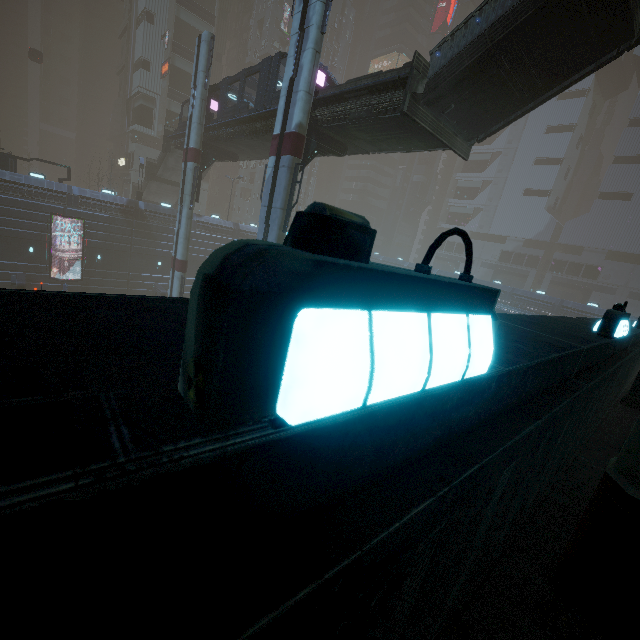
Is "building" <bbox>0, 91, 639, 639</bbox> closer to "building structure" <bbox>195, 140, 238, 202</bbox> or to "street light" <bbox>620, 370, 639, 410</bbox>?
"street light" <bbox>620, 370, 639, 410</bbox>

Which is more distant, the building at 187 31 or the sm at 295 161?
the building at 187 31

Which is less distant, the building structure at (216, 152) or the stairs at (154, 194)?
the building structure at (216, 152)

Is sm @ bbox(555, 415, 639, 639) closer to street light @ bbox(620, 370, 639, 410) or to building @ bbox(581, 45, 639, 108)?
building @ bbox(581, 45, 639, 108)

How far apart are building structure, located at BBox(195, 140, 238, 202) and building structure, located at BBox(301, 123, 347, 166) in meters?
13.3 m

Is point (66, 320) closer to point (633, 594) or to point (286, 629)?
point (286, 629)

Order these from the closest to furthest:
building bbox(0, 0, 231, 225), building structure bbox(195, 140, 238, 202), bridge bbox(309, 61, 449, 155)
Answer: bridge bbox(309, 61, 449, 155), building structure bbox(195, 140, 238, 202), building bbox(0, 0, 231, 225)

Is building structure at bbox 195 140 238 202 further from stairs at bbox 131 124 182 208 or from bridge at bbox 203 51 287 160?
stairs at bbox 131 124 182 208
